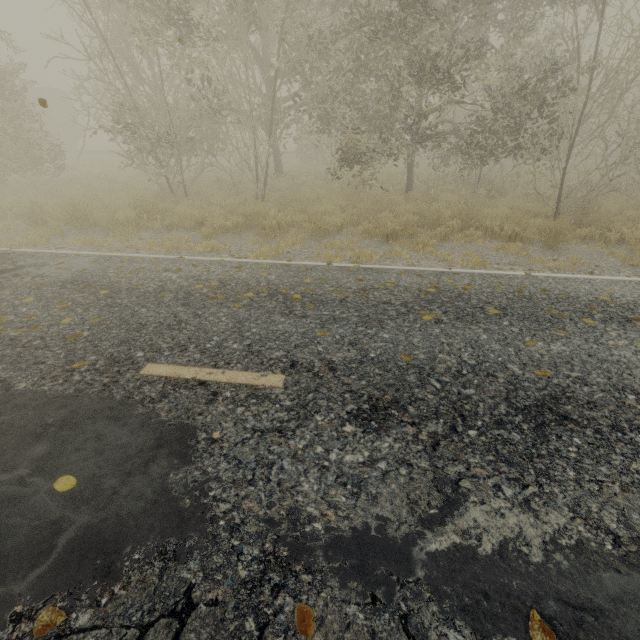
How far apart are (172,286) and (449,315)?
4.30m

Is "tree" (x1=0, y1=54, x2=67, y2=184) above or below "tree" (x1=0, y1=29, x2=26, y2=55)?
below

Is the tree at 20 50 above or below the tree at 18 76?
above
